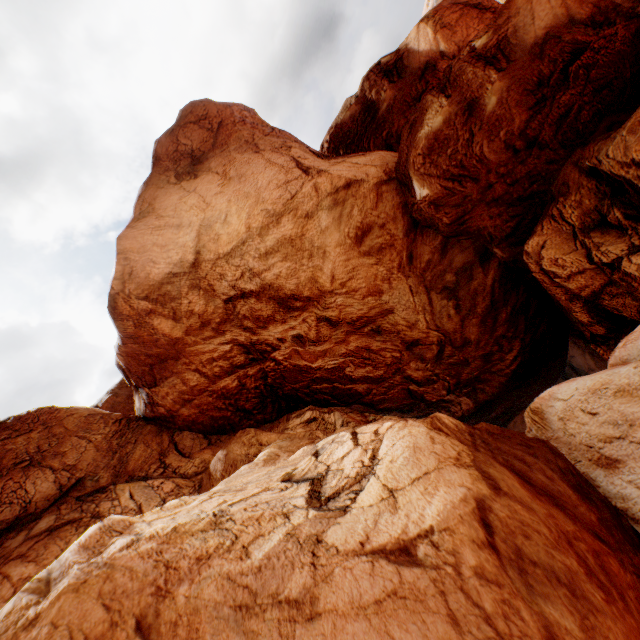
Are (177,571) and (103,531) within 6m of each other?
yes
